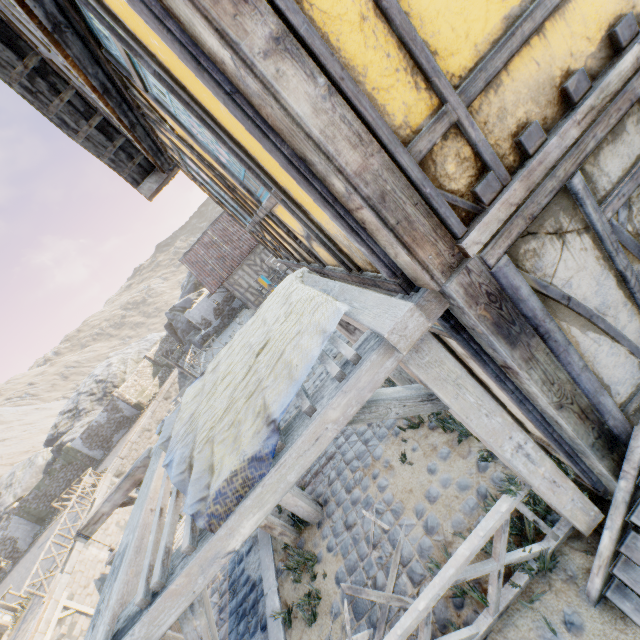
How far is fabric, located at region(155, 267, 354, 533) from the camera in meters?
1.9

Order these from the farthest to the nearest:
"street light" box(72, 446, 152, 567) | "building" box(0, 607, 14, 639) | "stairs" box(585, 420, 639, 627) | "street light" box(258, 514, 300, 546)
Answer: "building" box(0, 607, 14, 639) < "street light" box(258, 514, 300, 546) < "street light" box(72, 446, 152, 567) < "stairs" box(585, 420, 639, 627)

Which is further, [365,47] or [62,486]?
[62,486]

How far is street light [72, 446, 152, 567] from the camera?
4.4 meters

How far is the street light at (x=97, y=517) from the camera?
4.44m

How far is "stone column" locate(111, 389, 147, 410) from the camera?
30.5m

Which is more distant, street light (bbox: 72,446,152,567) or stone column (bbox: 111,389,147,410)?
stone column (bbox: 111,389,147,410)

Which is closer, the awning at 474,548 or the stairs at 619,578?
the awning at 474,548
